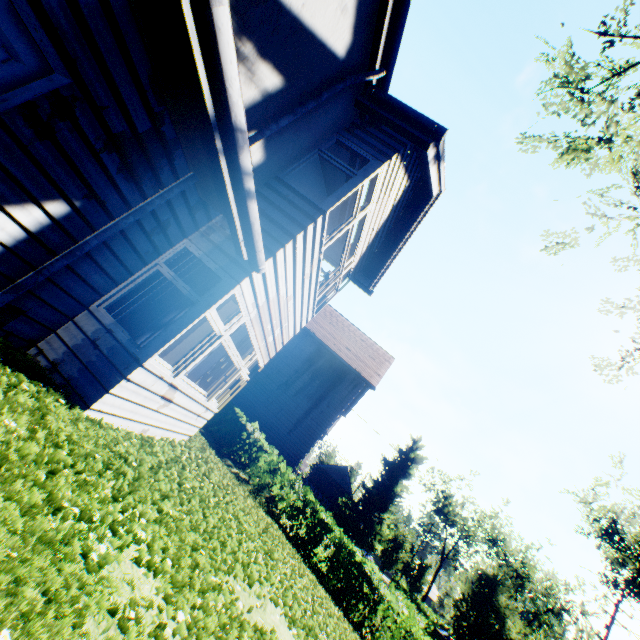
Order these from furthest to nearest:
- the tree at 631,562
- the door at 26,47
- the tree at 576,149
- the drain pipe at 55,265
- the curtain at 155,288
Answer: the tree at 631,562
the tree at 576,149
the curtain at 155,288
the drain pipe at 55,265
the door at 26,47

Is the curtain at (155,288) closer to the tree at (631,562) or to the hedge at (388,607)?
the hedge at (388,607)

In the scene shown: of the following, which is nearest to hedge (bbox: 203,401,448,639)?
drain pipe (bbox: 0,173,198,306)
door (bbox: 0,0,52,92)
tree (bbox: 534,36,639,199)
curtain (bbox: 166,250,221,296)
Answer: tree (bbox: 534,36,639,199)

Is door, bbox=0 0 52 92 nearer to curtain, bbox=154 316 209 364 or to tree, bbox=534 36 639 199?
curtain, bbox=154 316 209 364

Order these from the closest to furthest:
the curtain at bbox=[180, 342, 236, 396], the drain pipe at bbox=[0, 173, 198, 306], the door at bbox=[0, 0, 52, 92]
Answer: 1. the door at bbox=[0, 0, 52, 92]
2. the drain pipe at bbox=[0, 173, 198, 306]
3. the curtain at bbox=[180, 342, 236, 396]

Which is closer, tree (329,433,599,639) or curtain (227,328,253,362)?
curtain (227,328,253,362)

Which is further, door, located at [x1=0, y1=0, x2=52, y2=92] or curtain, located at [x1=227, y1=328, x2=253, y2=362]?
curtain, located at [x1=227, y1=328, x2=253, y2=362]

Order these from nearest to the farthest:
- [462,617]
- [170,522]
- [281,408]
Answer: [170,522] → [281,408] → [462,617]
